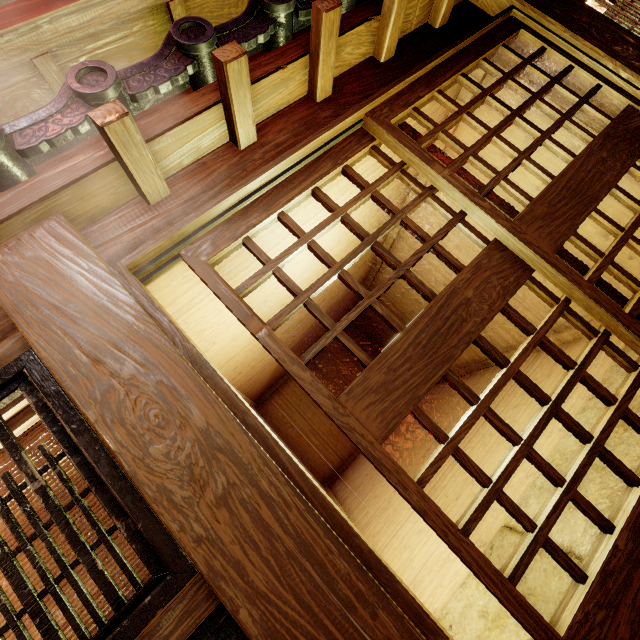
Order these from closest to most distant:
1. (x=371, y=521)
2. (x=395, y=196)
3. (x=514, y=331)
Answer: (x=395, y=196)
(x=371, y=521)
(x=514, y=331)

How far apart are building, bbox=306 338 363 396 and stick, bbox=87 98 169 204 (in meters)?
14.04

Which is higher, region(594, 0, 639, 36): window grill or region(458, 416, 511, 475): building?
region(594, 0, 639, 36): window grill

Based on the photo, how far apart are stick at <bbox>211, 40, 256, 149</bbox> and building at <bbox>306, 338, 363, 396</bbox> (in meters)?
14.02

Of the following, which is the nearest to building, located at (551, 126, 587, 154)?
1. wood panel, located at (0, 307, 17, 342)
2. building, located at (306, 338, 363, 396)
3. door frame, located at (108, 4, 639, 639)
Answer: door frame, located at (108, 4, 639, 639)

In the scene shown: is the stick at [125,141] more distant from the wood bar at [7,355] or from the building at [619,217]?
the wood bar at [7,355]

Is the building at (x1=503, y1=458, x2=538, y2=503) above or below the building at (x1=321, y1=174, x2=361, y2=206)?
below

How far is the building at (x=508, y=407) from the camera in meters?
6.6
